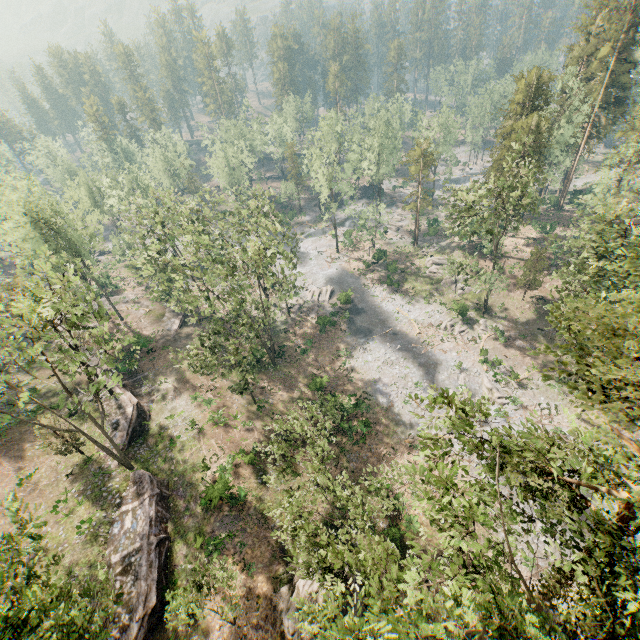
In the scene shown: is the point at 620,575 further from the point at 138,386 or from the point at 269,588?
the point at 138,386

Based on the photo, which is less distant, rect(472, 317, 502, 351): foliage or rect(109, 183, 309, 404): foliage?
rect(109, 183, 309, 404): foliage

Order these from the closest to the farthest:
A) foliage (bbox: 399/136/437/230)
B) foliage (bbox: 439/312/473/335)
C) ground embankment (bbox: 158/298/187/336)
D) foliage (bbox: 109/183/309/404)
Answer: foliage (bbox: 109/183/309/404) → foliage (bbox: 439/312/473/335) → ground embankment (bbox: 158/298/187/336) → foliage (bbox: 399/136/437/230)

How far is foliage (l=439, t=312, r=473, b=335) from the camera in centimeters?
4297cm

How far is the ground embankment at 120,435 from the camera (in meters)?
30.59

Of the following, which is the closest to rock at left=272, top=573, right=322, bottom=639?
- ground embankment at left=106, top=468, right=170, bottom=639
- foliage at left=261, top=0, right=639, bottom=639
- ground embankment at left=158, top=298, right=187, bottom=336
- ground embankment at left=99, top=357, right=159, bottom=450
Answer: ground embankment at left=106, top=468, right=170, bottom=639

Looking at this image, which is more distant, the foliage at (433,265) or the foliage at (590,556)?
the foliage at (433,265)
